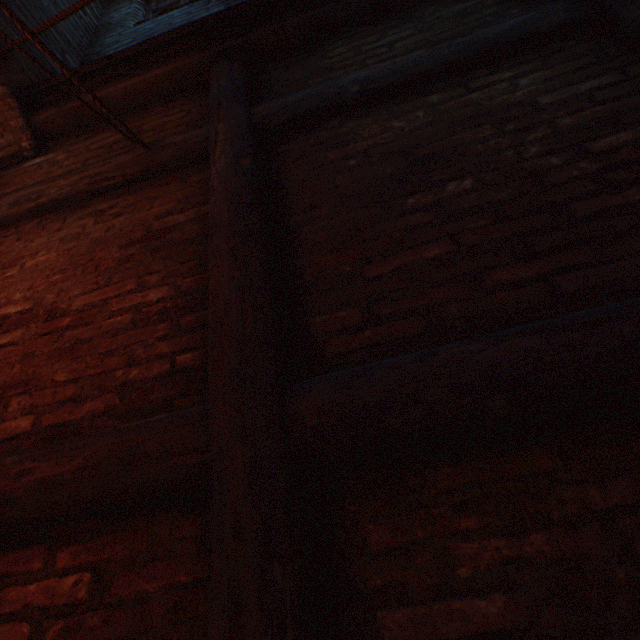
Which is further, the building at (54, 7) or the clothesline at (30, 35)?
the building at (54, 7)

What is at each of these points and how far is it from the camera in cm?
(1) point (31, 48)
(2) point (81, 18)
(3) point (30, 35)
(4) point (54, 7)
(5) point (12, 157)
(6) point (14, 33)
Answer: (1) building, 249
(2) building, 323
(3) clothesline, 128
(4) building, 288
(5) building, 233
(6) building, 237

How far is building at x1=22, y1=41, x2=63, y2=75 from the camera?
2.5 meters

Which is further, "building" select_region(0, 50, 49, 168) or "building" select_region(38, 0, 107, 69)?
"building" select_region(38, 0, 107, 69)

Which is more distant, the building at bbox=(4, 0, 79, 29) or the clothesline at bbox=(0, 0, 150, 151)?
the building at bbox=(4, 0, 79, 29)

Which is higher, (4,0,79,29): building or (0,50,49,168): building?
(4,0,79,29): building

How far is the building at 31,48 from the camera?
2.5 meters

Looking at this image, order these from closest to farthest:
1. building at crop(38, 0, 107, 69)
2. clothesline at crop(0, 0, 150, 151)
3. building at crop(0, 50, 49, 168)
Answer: clothesline at crop(0, 0, 150, 151) → building at crop(0, 50, 49, 168) → building at crop(38, 0, 107, 69)
